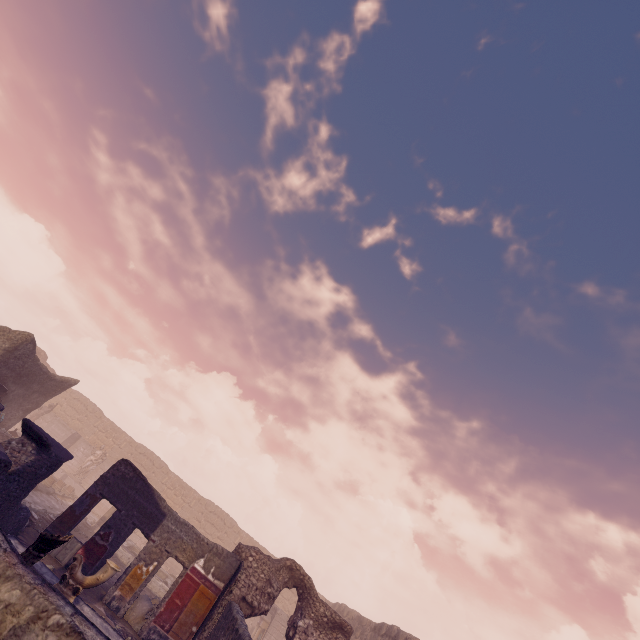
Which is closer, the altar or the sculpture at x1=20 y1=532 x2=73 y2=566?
the sculpture at x1=20 y1=532 x2=73 y2=566

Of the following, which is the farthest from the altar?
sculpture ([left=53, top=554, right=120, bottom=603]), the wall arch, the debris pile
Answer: sculpture ([left=53, top=554, right=120, bottom=603])

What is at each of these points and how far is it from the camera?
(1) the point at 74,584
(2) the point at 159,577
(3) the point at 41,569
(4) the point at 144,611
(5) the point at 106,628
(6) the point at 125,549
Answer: (1) sculpture, 6.6m
(2) pool, 16.2m
(3) pool, 7.5m
(4) debris pile, 9.7m
(5) pool, 7.4m
(6) pool, 15.8m

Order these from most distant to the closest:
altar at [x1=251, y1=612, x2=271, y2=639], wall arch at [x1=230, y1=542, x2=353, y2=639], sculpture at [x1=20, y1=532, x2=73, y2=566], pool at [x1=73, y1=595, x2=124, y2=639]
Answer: altar at [x1=251, y1=612, x2=271, y2=639]
wall arch at [x1=230, y1=542, x2=353, y2=639]
pool at [x1=73, y1=595, x2=124, y2=639]
sculpture at [x1=20, y1=532, x2=73, y2=566]

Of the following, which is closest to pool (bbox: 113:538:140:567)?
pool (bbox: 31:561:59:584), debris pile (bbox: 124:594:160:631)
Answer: debris pile (bbox: 124:594:160:631)

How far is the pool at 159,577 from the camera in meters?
15.1

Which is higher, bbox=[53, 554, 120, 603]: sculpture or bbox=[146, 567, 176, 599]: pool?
bbox=[53, 554, 120, 603]: sculpture

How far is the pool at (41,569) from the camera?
7.3m
